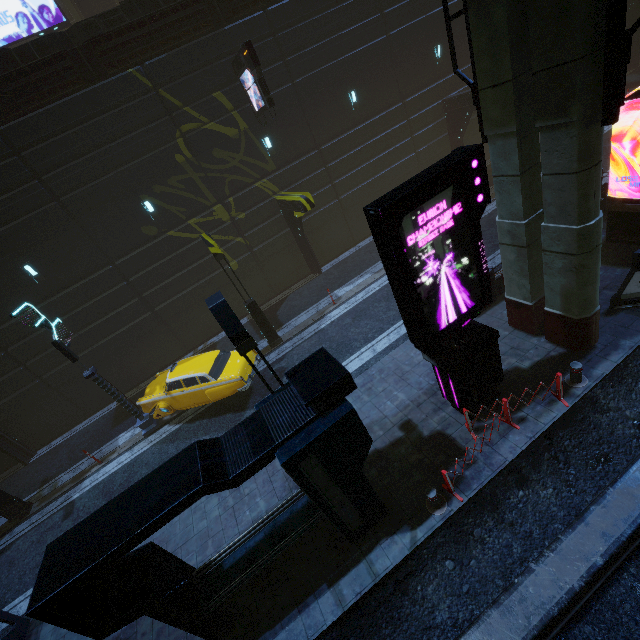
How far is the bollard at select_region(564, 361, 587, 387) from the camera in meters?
7.6 m

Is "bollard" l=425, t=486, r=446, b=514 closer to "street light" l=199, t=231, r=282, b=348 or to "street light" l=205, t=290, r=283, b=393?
"street light" l=205, t=290, r=283, b=393

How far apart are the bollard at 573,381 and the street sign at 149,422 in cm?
1440

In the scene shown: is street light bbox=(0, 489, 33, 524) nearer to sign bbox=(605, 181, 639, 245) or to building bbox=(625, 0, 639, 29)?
building bbox=(625, 0, 639, 29)

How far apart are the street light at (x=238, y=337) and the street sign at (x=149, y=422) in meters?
8.2 m

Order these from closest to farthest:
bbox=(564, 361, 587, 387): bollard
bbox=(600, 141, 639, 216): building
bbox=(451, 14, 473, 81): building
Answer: bbox=(564, 361, 587, 387): bollard
bbox=(600, 141, 639, 216): building
bbox=(451, 14, 473, 81): building

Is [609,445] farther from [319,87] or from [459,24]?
[459,24]

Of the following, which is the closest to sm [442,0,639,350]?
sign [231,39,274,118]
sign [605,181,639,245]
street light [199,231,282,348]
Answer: sign [605,181,639,245]
